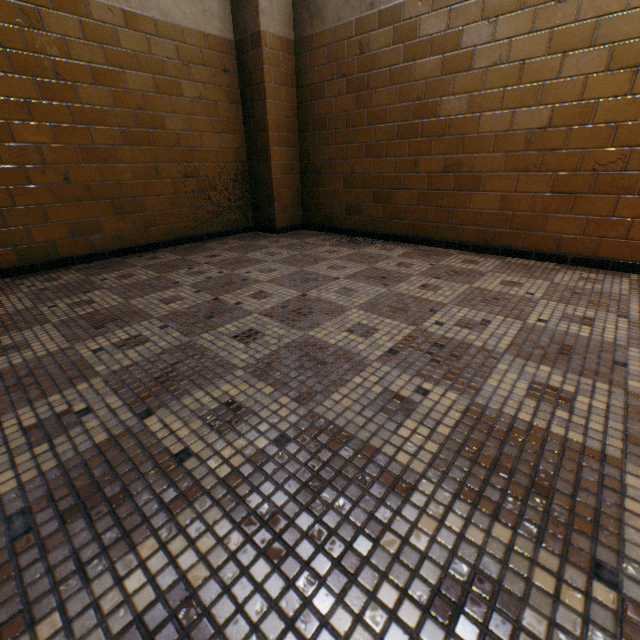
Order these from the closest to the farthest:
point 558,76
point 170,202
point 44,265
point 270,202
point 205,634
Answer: point 205,634
point 558,76
point 44,265
point 170,202
point 270,202
